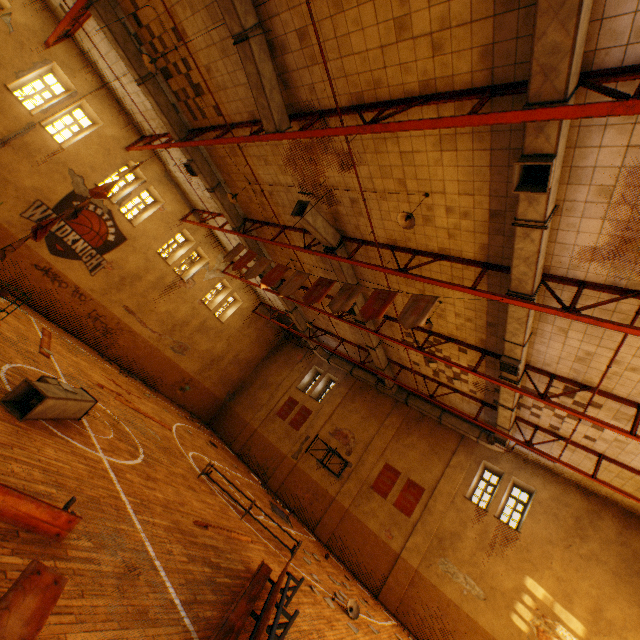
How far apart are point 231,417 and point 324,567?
13.1 meters

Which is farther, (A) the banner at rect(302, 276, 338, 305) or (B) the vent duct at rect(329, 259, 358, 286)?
(B) the vent duct at rect(329, 259, 358, 286)

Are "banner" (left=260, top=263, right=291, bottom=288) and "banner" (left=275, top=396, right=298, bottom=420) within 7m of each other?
no

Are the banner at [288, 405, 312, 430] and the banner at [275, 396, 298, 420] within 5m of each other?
yes

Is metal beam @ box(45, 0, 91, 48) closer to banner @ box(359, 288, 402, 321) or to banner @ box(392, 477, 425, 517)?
banner @ box(359, 288, 402, 321)

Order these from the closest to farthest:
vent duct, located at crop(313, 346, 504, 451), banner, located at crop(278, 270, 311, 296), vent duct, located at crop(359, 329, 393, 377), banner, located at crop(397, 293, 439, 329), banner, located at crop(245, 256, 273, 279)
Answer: banner, located at crop(397, 293, 439, 329), banner, located at crop(278, 270, 311, 296), banner, located at crop(245, 256, 273, 279), vent duct, located at crop(359, 329, 393, 377), vent duct, located at crop(313, 346, 504, 451)

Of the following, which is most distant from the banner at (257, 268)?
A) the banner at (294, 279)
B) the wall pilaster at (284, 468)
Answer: the wall pilaster at (284, 468)

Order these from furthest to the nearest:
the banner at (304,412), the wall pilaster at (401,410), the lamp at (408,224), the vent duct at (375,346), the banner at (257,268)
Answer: the banner at (304,412), the wall pilaster at (401,410), the vent duct at (375,346), the banner at (257,268), the lamp at (408,224)
